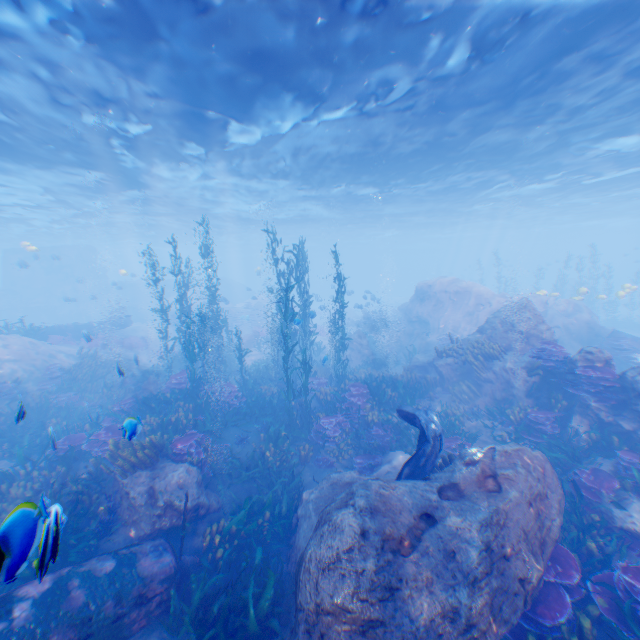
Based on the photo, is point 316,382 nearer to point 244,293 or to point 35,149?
point 35,149

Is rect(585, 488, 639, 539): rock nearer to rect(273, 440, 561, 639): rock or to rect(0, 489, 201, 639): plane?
rect(273, 440, 561, 639): rock

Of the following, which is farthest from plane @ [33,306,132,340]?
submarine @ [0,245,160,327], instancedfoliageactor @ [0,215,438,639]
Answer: instancedfoliageactor @ [0,215,438,639]

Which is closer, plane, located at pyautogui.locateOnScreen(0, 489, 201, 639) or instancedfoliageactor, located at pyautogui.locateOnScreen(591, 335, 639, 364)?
plane, located at pyautogui.locateOnScreen(0, 489, 201, 639)

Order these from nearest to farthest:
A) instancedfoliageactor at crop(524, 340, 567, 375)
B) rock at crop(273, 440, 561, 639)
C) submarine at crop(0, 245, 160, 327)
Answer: rock at crop(273, 440, 561, 639) < instancedfoliageactor at crop(524, 340, 567, 375) < submarine at crop(0, 245, 160, 327)

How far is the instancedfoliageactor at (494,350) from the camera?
12.9m

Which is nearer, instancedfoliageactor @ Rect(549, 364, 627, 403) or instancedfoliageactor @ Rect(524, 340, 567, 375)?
instancedfoliageactor @ Rect(549, 364, 627, 403)
